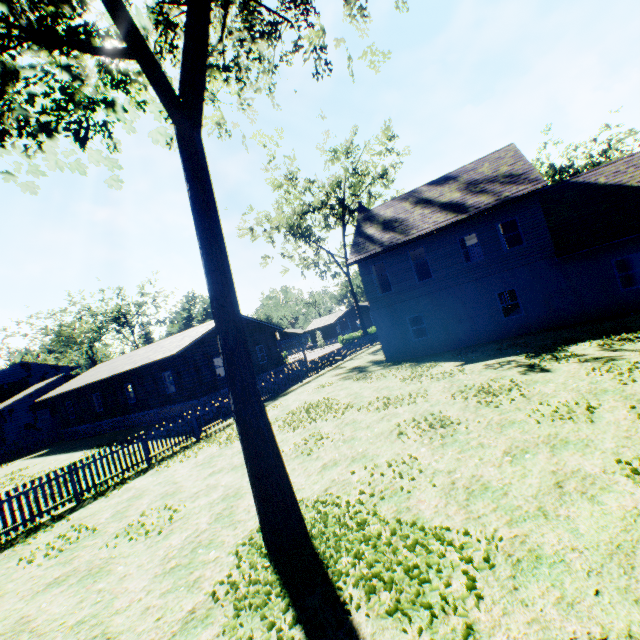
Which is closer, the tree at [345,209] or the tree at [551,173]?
the tree at [345,209]

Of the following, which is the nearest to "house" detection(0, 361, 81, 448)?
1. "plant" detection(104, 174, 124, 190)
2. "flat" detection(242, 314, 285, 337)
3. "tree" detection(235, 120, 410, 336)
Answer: "flat" detection(242, 314, 285, 337)

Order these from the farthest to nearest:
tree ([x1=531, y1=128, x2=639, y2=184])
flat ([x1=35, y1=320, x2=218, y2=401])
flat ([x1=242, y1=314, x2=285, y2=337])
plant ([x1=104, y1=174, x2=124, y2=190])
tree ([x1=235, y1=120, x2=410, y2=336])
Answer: tree ([x1=531, y1=128, x2=639, y2=184]) < tree ([x1=235, y1=120, x2=410, y2=336]) < flat ([x1=242, y1=314, x2=285, y2=337]) < flat ([x1=35, y1=320, x2=218, y2=401]) < plant ([x1=104, y1=174, x2=124, y2=190])

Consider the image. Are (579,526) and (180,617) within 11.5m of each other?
yes

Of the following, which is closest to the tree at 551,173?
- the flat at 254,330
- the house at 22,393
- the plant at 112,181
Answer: the flat at 254,330

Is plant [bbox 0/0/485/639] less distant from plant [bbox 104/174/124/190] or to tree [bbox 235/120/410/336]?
plant [bbox 104/174/124/190]

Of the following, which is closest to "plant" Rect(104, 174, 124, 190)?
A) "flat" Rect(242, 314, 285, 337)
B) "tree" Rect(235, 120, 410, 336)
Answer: "flat" Rect(242, 314, 285, 337)
